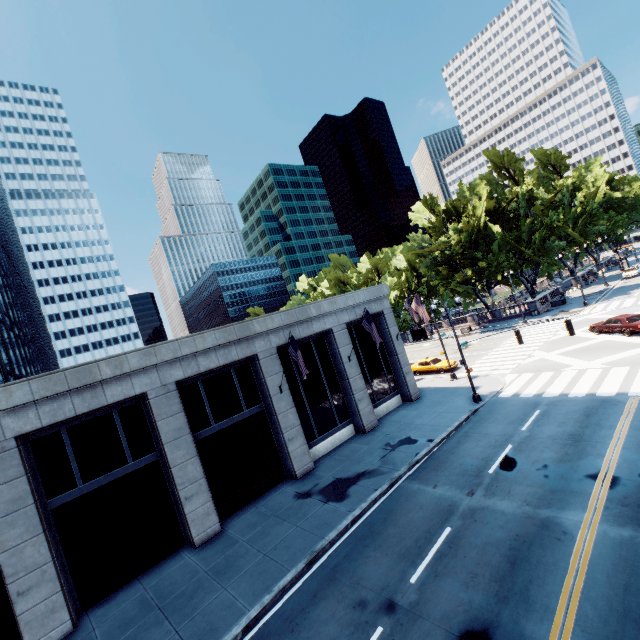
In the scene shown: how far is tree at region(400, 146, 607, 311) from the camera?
45.0 meters

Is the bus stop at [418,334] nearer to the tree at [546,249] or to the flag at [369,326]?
the tree at [546,249]

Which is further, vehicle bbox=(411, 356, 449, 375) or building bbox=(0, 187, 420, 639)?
vehicle bbox=(411, 356, 449, 375)

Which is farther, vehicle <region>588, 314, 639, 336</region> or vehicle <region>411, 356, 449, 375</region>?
vehicle <region>411, 356, 449, 375</region>

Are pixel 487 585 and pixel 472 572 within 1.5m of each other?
yes

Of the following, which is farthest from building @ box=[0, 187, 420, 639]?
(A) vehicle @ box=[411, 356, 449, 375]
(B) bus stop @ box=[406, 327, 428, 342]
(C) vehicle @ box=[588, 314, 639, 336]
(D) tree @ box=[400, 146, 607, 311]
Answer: (B) bus stop @ box=[406, 327, 428, 342]

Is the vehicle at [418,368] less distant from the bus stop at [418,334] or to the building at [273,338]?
the building at [273,338]

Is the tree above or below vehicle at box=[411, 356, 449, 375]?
above
